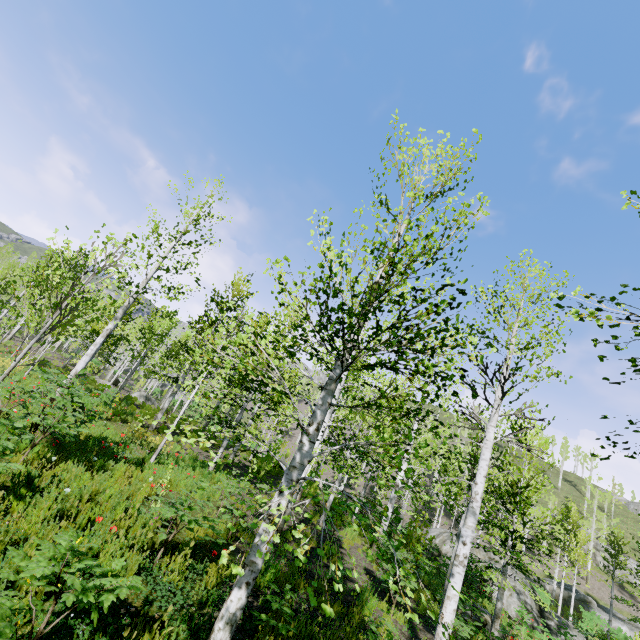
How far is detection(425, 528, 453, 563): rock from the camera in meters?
19.5 m

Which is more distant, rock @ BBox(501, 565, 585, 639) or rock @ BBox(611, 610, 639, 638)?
rock @ BBox(611, 610, 639, 638)

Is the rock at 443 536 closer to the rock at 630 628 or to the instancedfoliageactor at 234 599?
the instancedfoliageactor at 234 599

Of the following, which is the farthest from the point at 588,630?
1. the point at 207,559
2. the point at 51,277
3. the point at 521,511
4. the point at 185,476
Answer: the point at 51,277

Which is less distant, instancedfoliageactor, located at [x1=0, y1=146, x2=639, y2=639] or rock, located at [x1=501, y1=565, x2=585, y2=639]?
instancedfoliageactor, located at [x1=0, y1=146, x2=639, y2=639]

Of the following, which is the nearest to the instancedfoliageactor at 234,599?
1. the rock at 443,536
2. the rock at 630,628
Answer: the rock at 630,628

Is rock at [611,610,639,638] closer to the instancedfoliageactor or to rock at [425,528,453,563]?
the instancedfoliageactor

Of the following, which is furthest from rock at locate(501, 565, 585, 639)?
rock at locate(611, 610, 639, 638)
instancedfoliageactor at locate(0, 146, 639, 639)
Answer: rock at locate(611, 610, 639, 638)
